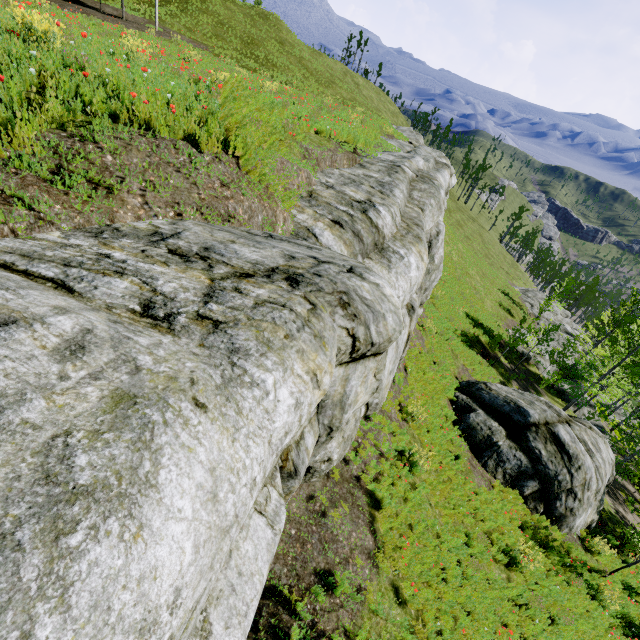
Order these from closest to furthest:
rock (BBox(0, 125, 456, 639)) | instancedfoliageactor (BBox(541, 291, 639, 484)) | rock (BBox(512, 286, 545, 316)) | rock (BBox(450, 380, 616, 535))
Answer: rock (BBox(0, 125, 456, 639)), rock (BBox(450, 380, 616, 535)), instancedfoliageactor (BBox(541, 291, 639, 484)), rock (BBox(512, 286, 545, 316))

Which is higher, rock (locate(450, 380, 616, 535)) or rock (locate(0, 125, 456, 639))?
rock (locate(0, 125, 456, 639))

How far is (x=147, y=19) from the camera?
32.91m

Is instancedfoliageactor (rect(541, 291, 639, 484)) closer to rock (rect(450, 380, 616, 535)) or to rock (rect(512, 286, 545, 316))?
rock (rect(512, 286, 545, 316))

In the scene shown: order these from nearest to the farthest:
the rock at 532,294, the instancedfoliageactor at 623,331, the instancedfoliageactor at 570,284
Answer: the instancedfoliageactor at 623,331 → the instancedfoliageactor at 570,284 → the rock at 532,294

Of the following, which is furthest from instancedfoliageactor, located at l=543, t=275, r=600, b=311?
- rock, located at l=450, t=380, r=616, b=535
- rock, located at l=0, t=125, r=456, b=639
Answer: rock, located at l=450, t=380, r=616, b=535

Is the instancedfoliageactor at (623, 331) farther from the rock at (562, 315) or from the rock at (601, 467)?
the rock at (601, 467)

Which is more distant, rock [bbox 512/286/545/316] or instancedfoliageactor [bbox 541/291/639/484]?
rock [bbox 512/286/545/316]
